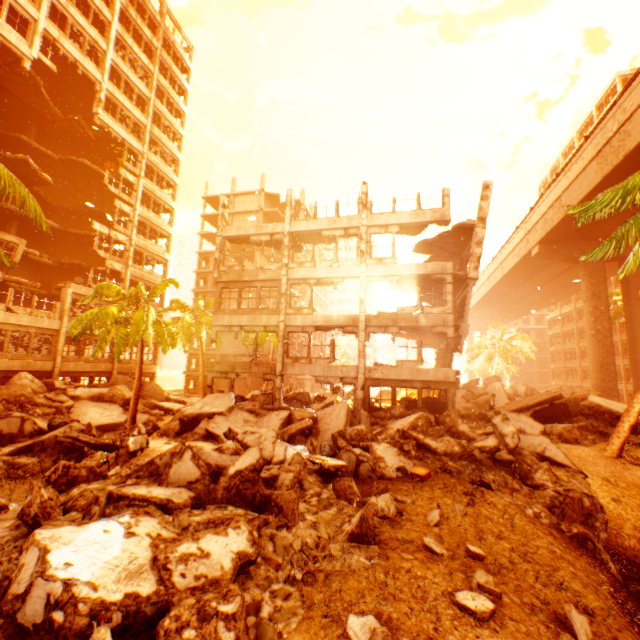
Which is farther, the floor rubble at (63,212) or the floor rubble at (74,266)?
the floor rubble at (63,212)

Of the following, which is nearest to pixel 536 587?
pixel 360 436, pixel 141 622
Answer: pixel 141 622

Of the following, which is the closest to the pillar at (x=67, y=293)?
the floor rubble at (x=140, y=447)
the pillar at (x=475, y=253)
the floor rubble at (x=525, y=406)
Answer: the floor rubble at (x=140, y=447)

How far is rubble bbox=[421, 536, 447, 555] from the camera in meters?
5.7 m

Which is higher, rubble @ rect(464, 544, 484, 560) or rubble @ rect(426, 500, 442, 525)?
rubble @ rect(426, 500, 442, 525)

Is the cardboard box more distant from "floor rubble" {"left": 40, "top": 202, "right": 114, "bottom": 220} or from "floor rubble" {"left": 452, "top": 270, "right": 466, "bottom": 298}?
"floor rubble" {"left": 40, "top": 202, "right": 114, "bottom": 220}

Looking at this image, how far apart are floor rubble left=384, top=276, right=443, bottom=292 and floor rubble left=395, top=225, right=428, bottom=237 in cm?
248

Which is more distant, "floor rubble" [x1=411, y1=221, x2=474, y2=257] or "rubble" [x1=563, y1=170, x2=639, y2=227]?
"floor rubble" [x1=411, y1=221, x2=474, y2=257]
